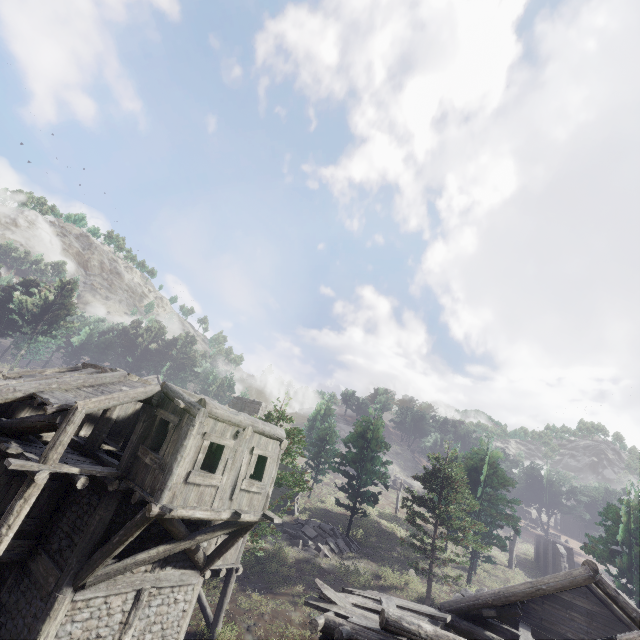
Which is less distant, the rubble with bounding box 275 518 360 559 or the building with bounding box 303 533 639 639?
the building with bounding box 303 533 639 639

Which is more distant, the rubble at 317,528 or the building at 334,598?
the rubble at 317,528

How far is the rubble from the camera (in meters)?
23.72

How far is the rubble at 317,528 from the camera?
23.72m

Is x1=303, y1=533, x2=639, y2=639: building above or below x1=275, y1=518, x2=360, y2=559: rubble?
above

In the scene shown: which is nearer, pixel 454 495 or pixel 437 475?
→ pixel 454 495
